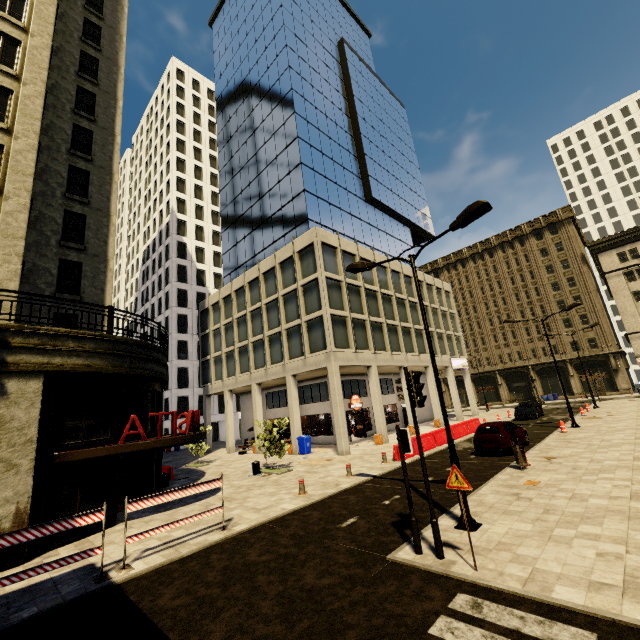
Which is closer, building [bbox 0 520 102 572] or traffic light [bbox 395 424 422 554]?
traffic light [bbox 395 424 422 554]

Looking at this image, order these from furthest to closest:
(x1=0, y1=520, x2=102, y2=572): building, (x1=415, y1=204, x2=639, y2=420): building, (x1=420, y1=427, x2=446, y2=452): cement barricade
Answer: (x1=415, y1=204, x2=639, y2=420): building, (x1=420, y1=427, x2=446, y2=452): cement barricade, (x1=0, y1=520, x2=102, y2=572): building

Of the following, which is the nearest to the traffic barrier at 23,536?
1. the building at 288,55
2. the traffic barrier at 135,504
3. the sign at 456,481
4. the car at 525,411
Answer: the traffic barrier at 135,504

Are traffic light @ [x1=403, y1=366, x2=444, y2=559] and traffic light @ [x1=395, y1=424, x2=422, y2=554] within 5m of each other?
yes

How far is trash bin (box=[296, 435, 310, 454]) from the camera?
23.8m

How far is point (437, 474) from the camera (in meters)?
13.67

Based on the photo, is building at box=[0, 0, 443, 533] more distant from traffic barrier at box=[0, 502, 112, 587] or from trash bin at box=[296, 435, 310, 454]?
traffic barrier at box=[0, 502, 112, 587]

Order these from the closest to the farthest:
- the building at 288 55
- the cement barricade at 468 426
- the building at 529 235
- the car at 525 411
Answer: the building at 288 55, the cement barricade at 468 426, the car at 525 411, the building at 529 235
